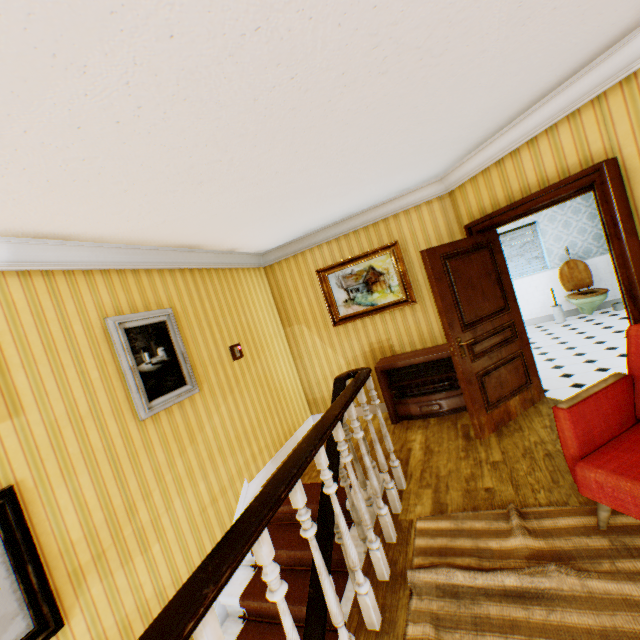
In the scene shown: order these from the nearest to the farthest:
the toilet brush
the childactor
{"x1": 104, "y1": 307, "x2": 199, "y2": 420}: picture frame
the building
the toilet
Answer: the building → {"x1": 104, "y1": 307, "x2": 199, "y2": 420}: picture frame → the childactor → the toilet → the toilet brush

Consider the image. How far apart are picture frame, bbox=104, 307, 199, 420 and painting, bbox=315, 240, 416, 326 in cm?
241

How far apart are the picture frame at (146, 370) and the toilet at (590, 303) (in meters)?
7.44

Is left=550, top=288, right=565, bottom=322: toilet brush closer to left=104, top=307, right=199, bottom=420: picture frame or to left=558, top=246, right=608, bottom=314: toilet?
left=558, top=246, right=608, bottom=314: toilet

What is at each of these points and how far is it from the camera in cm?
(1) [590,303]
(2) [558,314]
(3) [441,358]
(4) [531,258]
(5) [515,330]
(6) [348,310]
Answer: (1) toilet, 656
(2) toilet brush, 718
(3) heater, 443
(4) blinds, 758
(5) childactor, 400
(6) painting, 525

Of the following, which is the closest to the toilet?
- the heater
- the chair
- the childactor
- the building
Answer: the building

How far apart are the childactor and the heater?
0.5m

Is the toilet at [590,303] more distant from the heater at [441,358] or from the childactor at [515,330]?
the heater at [441,358]
